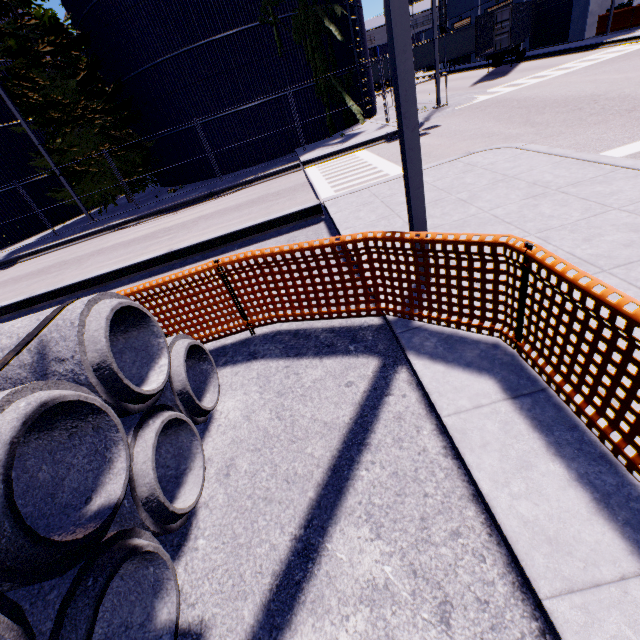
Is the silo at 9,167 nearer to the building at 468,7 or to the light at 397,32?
the building at 468,7

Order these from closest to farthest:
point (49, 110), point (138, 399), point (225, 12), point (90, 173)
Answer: point (138, 399) → point (225, 12) → point (49, 110) → point (90, 173)

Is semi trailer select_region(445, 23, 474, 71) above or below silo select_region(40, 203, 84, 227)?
above

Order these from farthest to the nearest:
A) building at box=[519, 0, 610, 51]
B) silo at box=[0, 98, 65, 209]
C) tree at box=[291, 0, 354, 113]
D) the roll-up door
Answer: the roll-up door < building at box=[519, 0, 610, 51] < silo at box=[0, 98, 65, 209] < tree at box=[291, 0, 354, 113]

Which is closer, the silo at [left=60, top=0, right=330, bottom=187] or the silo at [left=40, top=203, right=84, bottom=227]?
the silo at [left=60, top=0, right=330, bottom=187]

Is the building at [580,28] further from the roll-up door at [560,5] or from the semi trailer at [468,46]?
the semi trailer at [468,46]

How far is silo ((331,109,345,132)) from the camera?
19.92m

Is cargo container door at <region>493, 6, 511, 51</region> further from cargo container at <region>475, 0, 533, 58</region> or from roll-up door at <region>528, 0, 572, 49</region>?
roll-up door at <region>528, 0, 572, 49</region>
